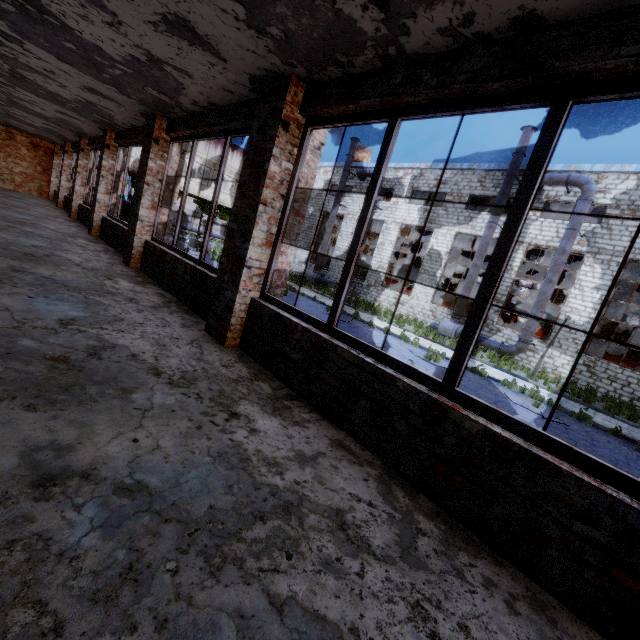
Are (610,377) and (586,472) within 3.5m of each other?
no

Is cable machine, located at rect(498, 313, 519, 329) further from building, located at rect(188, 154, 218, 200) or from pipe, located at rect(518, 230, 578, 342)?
building, located at rect(188, 154, 218, 200)

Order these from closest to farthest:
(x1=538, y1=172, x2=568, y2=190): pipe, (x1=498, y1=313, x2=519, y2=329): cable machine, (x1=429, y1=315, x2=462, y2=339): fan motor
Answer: (x1=538, y1=172, x2=568, y2=190): pipe, (x1=429, y1=315, x2=462, y2=339): fan motor, (x1=498, y1=313, x2=519, y2=329): cable machine

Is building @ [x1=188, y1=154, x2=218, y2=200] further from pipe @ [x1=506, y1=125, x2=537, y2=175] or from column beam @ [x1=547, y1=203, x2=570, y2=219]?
column beam @ [x1=547, y1=203, x2=570, y2=219]

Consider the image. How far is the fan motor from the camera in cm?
2017

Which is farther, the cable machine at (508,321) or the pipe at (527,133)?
the cable machine at (508,321)

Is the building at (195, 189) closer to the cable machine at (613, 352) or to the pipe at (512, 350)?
the pipe at (512, 350)
